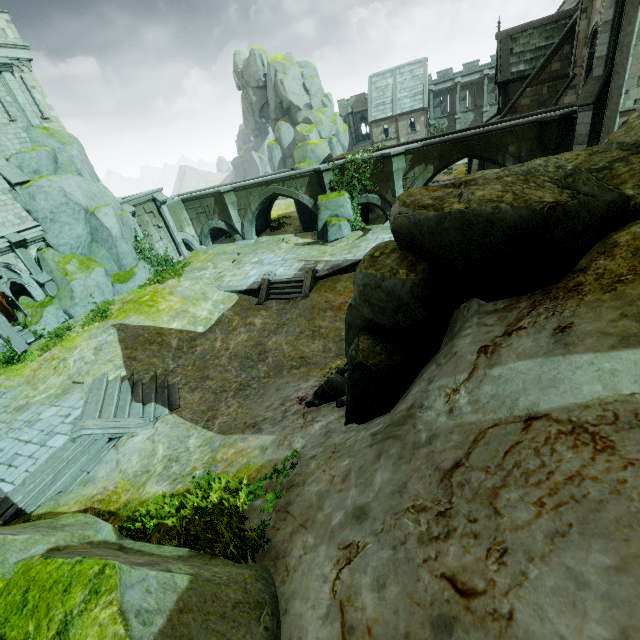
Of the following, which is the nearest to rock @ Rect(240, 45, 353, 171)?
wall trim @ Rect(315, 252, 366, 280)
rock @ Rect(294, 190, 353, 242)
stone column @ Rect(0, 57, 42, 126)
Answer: rock @ Rect(294, 190, 353, 242)

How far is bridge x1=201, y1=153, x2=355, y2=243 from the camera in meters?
24.8

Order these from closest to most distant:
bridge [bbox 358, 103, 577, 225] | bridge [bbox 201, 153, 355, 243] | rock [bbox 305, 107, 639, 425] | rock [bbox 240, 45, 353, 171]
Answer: rock [bbox 305, 107, 639, 425] < bridge [bbox 358, 103, 577, 225] < bridge [bbox 201, 153, 355, 243] < rock [bbox 240, 45, 353, 171]

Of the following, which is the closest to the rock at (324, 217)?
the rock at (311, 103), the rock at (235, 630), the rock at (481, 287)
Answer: the rock at (481, 287)

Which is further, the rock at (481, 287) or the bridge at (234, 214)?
the bridge at (234, 214)

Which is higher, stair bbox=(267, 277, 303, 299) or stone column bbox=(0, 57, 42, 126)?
stone column bbox=(0, 57, 42, 126)

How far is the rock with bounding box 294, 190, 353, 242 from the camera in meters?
23.9

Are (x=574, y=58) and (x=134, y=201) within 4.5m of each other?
no
